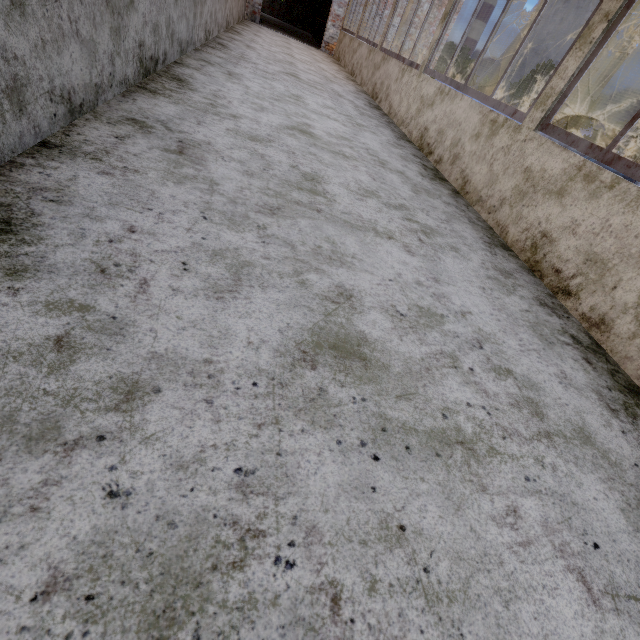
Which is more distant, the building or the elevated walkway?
the elevated walkway

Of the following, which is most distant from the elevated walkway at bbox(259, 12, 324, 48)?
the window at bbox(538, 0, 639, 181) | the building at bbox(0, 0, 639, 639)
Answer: the window at bbox(538, 0, 639, 181)

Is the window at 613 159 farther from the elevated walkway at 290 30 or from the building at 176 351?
the elevated walkway at 290 30

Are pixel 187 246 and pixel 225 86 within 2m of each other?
no

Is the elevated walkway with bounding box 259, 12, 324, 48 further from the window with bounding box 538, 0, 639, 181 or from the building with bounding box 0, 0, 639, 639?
the window with bounding box 538, 0, 639, 181

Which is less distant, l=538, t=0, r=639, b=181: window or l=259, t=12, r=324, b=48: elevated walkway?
l=538, t=0, r=639, b=181: window

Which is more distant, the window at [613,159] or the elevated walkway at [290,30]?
the elevated walkway at [290,30]
